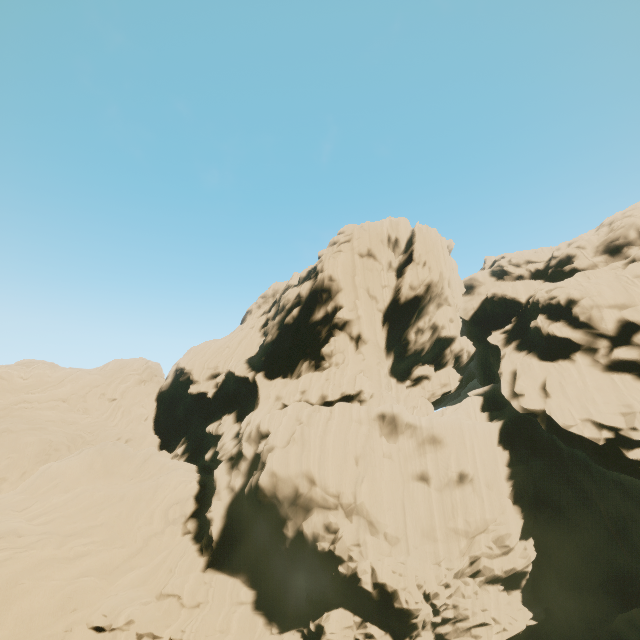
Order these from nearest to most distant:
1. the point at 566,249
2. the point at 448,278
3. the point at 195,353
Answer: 1. the point at 448,278
2. the point at 566,249
3. the point at 195,353
